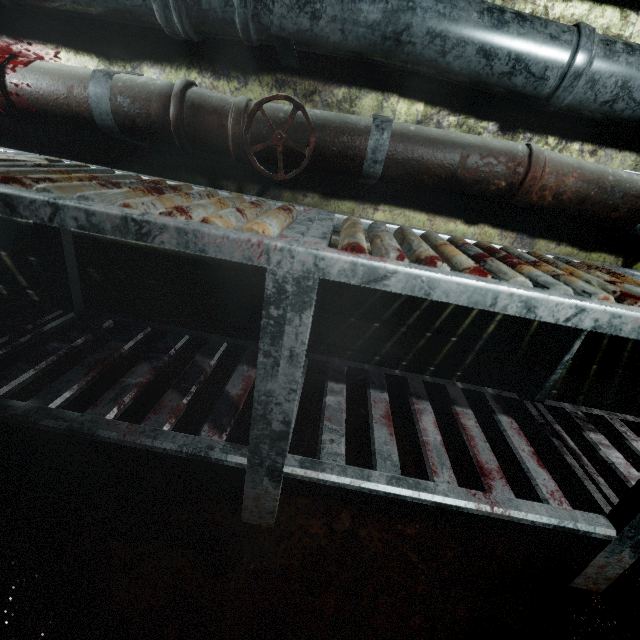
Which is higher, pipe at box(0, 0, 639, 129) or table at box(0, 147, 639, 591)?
pipe at box(0, 0, 639, 129)

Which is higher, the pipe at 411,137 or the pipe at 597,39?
the pipe at 597,39

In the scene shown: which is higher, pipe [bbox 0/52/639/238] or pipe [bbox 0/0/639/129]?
pipe [bbox 0/0/639/129]

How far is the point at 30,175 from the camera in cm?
72

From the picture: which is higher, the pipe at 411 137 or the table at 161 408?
the pipe at 411 137

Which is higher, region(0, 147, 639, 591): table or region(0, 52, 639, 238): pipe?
region(0, 52, 639, 238): pipe
